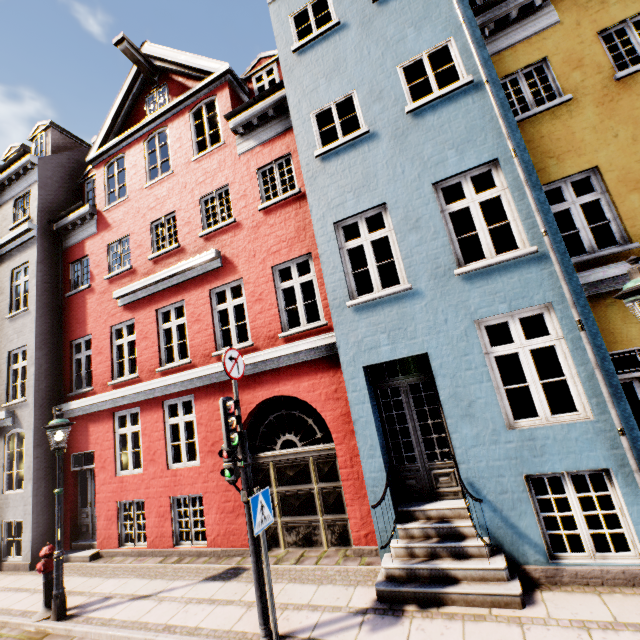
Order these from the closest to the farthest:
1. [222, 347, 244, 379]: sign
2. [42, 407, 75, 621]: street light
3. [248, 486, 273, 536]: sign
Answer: [248, 486, 273, 536]: sign < [222, 347, 244, 379]: sign < [42, 407, 75, 621]: street light

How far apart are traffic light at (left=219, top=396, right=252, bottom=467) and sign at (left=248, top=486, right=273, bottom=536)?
0.38m

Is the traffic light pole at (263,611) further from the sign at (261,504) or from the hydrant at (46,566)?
the hydrant at (46,566)

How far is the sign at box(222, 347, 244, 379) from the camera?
5.1m

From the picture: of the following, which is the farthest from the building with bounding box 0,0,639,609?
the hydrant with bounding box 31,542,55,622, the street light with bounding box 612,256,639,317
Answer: the hydrant with bounding box 31,542,55,622

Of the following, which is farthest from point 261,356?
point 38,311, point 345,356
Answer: point 38,311

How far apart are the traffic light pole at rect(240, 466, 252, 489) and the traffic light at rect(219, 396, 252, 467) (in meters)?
0.03

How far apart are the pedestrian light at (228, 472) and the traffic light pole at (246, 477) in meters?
0.0
